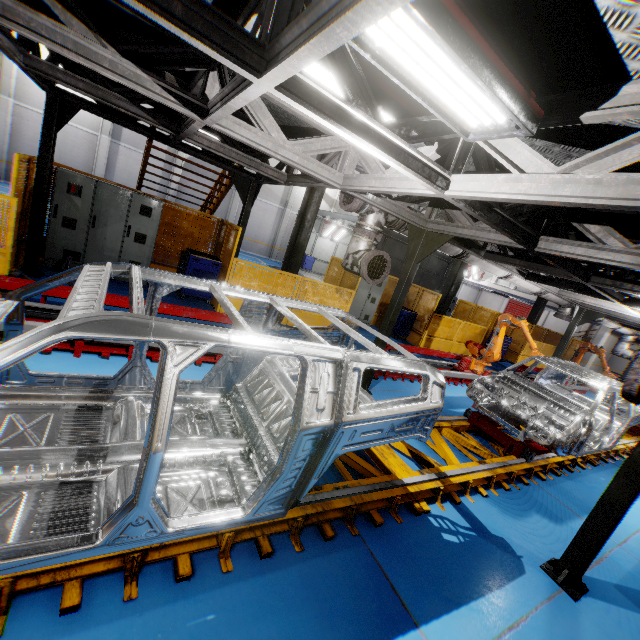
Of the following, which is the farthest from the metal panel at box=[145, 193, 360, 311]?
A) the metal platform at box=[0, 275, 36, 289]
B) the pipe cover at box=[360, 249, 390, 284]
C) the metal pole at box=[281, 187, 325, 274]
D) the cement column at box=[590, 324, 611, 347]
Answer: the pipe cover at box=[360, 249, 390, 284]

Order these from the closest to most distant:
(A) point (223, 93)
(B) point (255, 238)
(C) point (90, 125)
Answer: (A) point (223, 93) → (C) point (90, 125) → (B) point (255, 238)

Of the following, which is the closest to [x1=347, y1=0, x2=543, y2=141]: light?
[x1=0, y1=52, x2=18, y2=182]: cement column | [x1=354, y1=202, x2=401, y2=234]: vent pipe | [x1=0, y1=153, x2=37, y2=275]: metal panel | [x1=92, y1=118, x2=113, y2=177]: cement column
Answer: [x1=354, y1=202, x2=401, y2=234]: vent pipe

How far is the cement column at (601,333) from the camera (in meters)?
20.50

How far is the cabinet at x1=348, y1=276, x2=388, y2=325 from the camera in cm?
1195

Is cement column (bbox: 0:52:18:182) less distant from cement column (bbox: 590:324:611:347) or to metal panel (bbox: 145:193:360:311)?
metal panel (bbox: 145:193:360:311)

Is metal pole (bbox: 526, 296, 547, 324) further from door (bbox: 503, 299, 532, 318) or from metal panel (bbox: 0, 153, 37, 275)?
door (bbox: 503, 299, 532, 318)

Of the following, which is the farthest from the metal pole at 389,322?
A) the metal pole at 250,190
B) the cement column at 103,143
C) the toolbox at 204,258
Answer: the cement column at 103,143
